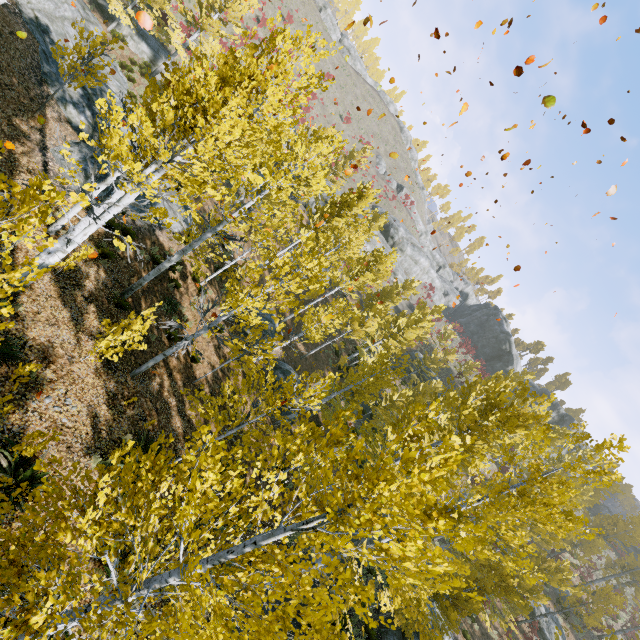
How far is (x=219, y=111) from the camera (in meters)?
5.80

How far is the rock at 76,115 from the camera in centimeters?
1370cm

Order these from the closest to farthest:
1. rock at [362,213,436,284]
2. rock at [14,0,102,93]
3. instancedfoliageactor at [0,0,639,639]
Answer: instancedfoliageactor at [0,0,639,639] → rock at [14,0,102,93] → rock at [362,213,436,284]

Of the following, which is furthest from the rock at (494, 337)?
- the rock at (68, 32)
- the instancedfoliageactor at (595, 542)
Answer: the rock at (68, 32)

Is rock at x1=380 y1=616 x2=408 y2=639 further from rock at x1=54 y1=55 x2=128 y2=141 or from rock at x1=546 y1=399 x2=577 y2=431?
rock at x1=546 y1=399 x2=577 y2=431

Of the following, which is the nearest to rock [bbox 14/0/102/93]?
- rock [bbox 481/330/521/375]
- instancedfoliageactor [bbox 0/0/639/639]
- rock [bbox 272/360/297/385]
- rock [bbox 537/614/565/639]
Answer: instancedfoliageactor [bbox 0/0/639/639]

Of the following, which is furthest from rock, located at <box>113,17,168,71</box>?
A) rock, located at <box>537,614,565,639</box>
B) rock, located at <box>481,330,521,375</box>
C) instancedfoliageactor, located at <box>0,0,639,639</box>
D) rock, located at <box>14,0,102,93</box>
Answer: rock, located at <box>481,330,521,375</box>

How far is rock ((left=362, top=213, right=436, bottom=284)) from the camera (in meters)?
48.47
